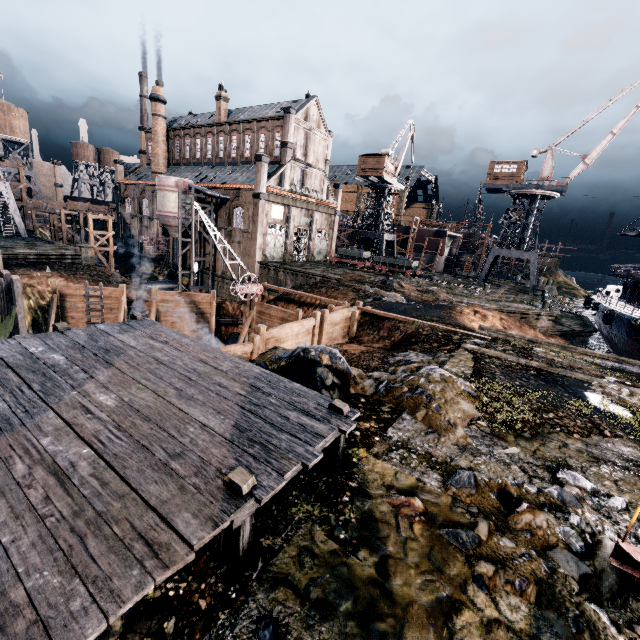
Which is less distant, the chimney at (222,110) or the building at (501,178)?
the building at (501,178)

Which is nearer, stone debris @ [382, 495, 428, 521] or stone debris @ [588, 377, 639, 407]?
stone debris @ [382, 495, 428, 521]

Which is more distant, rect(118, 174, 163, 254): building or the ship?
rect(118, 174, 163, 254): building

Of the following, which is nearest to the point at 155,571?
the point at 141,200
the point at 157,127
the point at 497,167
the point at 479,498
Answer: the point at 479,498

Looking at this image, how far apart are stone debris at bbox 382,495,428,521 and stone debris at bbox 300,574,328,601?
1.9 meters

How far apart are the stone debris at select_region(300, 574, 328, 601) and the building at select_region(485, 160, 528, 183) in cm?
5231

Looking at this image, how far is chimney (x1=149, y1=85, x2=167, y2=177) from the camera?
54.9m

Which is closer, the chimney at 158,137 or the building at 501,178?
the building at 501,178
